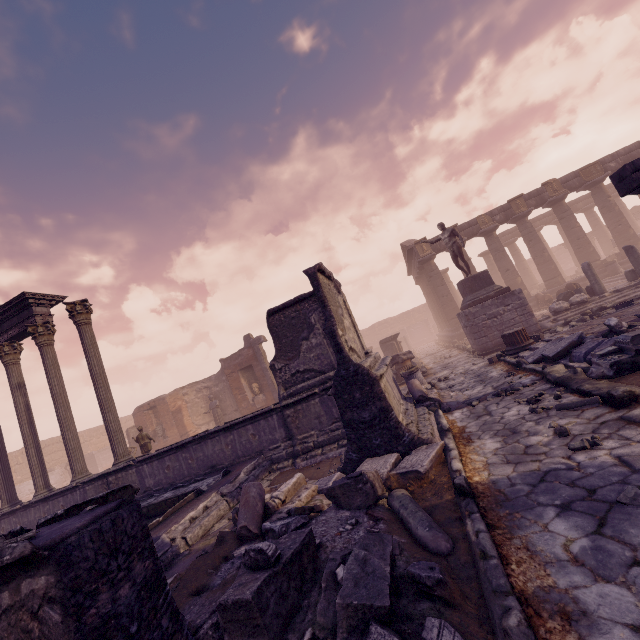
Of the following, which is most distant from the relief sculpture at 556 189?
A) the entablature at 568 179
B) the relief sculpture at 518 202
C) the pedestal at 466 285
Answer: the pedestal at 466 285

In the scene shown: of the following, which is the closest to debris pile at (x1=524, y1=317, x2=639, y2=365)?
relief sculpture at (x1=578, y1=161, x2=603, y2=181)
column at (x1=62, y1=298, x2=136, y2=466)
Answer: column at (x1=62, y1=298, x2=136, y2=466)

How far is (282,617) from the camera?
2.31m

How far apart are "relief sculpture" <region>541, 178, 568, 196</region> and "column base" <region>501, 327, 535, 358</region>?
16.0 meters

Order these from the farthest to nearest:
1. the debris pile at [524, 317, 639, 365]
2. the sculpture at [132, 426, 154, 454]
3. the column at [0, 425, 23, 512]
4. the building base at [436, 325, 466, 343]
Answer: the building base at [436, 325, 466, 343]
the sculpture at [132, 426, 154, 454]
the column at [0, 425, 23, 512]
the debris pile at [524, 317, 639, 365]

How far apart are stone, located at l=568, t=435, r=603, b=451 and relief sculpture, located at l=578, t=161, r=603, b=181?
23.7m

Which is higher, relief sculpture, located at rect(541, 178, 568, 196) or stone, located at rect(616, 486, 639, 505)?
relief sculpture, located at rect(541, 178, 568, 196)

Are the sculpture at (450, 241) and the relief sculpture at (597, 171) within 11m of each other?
no
